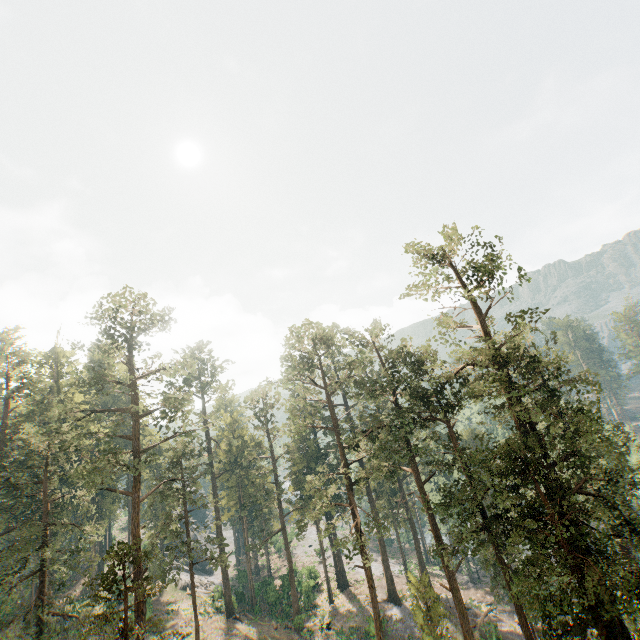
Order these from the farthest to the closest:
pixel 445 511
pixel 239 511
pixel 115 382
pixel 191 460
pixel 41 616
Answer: pixel 239 511
pixel 191 460
pixel 115 382
pixel 445 511
pixel 41 616
